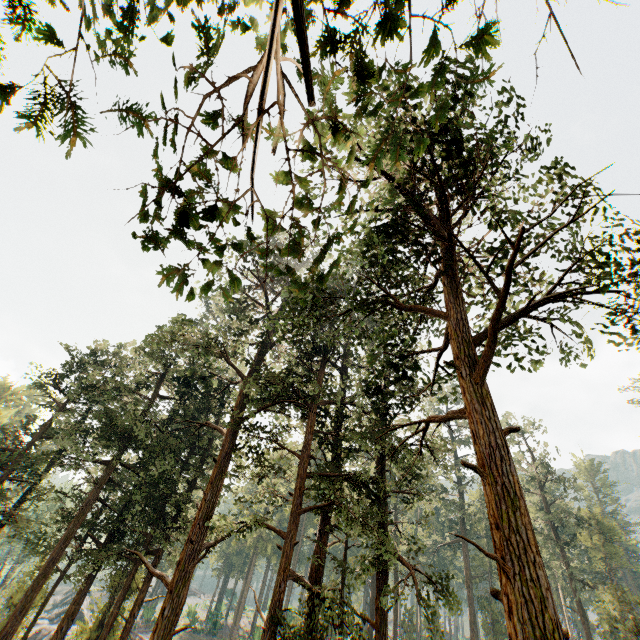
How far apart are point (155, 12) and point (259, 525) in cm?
1715

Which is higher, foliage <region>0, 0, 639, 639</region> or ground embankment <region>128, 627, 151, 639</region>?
foliage <region>0, 0, 639, 639</region>

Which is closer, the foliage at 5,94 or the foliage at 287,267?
the foliage at 5,94

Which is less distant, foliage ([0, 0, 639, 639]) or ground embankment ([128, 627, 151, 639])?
foliage ([0, 0, 639, 639])

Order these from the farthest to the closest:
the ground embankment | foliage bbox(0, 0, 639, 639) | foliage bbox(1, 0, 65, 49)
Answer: the ground embankment → foliage bbox(0, 0, 639, 639) → foliage bbox(1, 0, 65, 49)

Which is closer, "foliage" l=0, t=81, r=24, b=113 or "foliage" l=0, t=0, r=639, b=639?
"foliage" l=0, t=81, r=24, b=113

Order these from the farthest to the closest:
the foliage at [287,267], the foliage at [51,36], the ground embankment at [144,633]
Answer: the ground embankment at [144,633]
the foliage at [287,267]
the foliage at [51,36]
